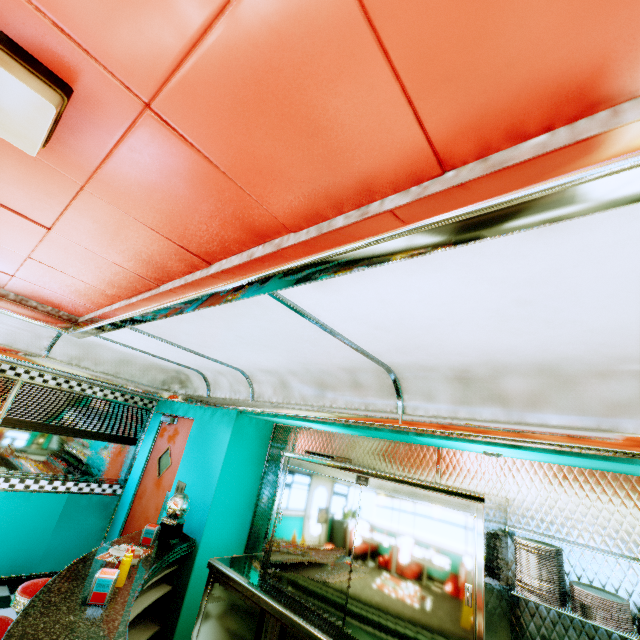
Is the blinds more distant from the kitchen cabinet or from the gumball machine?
the kitchen cabinet

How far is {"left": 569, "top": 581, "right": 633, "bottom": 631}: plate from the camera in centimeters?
195cm

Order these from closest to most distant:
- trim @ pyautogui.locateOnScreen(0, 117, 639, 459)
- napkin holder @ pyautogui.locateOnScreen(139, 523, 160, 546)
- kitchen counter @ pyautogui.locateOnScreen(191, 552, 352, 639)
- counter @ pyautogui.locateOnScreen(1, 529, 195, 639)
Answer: trim @ pyautogui.locateOnScreen(0, 117, 639, 459) → counter @ pyautogui.locateOnScreen(1, 529, 195, 639) → kitchen counter @ pyautogui.locateOnScreen(191, 552, 352, 639) → napkin holder @ pyautogui.locateOnScreen(139, 523, 160, 546)

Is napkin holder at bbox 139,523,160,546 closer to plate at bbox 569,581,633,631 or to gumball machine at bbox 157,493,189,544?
gumball machine at bbox 157,493,189,544

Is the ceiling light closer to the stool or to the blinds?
the stool

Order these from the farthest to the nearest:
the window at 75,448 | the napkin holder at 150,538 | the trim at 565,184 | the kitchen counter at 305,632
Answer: the window at 75,448 → the napkin holder at 150,538 → the kitchen counter at 305,632 → the trim at 565,184

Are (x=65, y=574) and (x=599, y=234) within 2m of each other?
no

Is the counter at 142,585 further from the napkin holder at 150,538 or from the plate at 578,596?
the plate at 578,596
